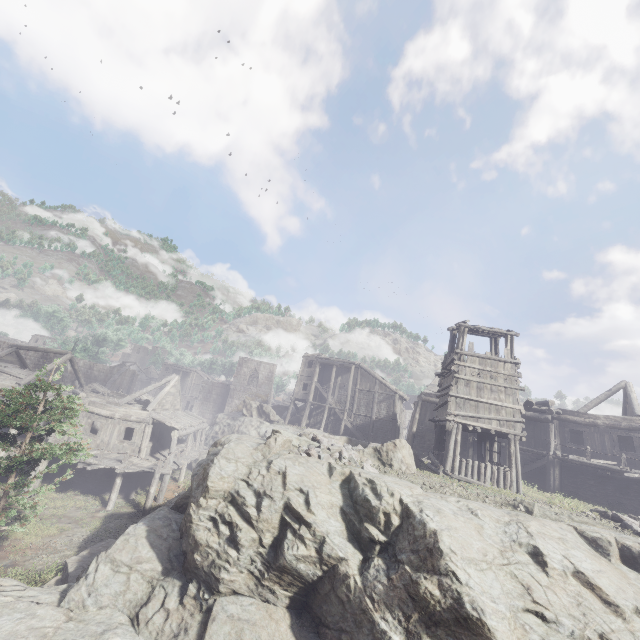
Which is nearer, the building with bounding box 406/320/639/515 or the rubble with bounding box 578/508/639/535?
the rubble with bounding box 578/508/639/535

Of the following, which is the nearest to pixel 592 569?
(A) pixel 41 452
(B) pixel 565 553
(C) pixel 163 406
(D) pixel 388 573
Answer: (B) pixel 565 553

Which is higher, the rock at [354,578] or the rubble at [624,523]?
the rubble at [624,523]

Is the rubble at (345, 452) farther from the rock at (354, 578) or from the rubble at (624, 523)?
the rubble at (624, 523)

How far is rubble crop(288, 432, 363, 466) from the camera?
12.6 meters

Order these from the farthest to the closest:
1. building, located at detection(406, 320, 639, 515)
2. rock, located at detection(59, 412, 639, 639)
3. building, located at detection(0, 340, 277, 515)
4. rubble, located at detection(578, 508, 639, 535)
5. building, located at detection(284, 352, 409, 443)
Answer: building, located at detection(284, 352, 409, 443)
building, located at detection(0, 340, 277, 515)
building, located at detection(406, 320, 639, 515)
rubble, located at detection(578, 508, 639, 535)
rock, located at detection(59, 412, 639, 639)

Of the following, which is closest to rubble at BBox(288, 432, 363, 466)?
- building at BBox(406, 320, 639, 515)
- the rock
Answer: the rock

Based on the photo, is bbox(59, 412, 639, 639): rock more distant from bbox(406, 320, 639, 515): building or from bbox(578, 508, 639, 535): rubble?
bbox(578, 508, 639, 535): rubble
